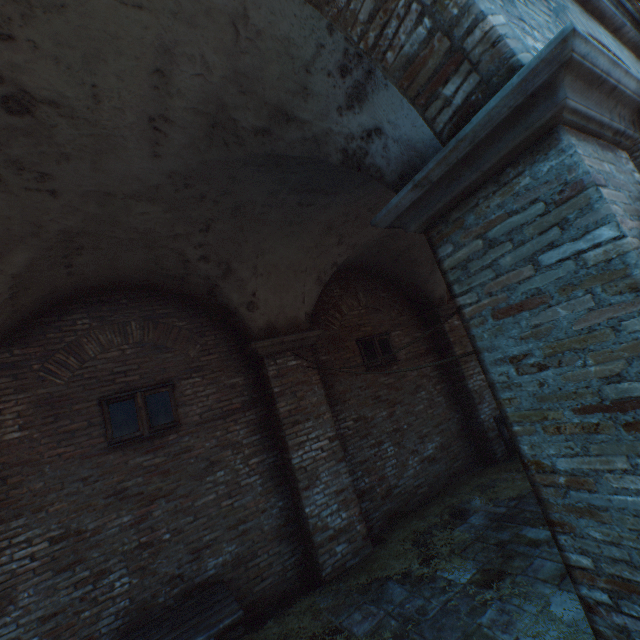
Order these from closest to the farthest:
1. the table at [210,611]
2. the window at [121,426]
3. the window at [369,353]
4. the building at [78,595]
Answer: the building at [78,595]
the table at [210,611]
the window at [121,426]
the window at [369,353]

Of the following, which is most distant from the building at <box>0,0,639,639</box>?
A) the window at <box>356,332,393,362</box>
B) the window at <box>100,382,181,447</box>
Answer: the window at <box>356,332,393,362</box>

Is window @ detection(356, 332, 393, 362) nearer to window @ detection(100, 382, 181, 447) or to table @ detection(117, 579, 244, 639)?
window @ detection(100, 382, 181, 447)

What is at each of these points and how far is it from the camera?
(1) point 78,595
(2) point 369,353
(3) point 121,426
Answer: (1) building, 4.1m
(2) window, 7.5m
(3) window, 4.9m

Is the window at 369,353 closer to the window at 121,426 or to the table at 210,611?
the window at 121,426

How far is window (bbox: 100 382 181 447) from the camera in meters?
4.8 m

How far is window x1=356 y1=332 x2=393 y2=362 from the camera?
7.5m

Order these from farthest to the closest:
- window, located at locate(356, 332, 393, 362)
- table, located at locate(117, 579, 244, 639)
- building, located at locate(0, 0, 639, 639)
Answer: window, located at locate(356, 332, 393, 362), table, located at locate(117, 579, 244, 639), building, located at locate(0, 0, 639, 639)
